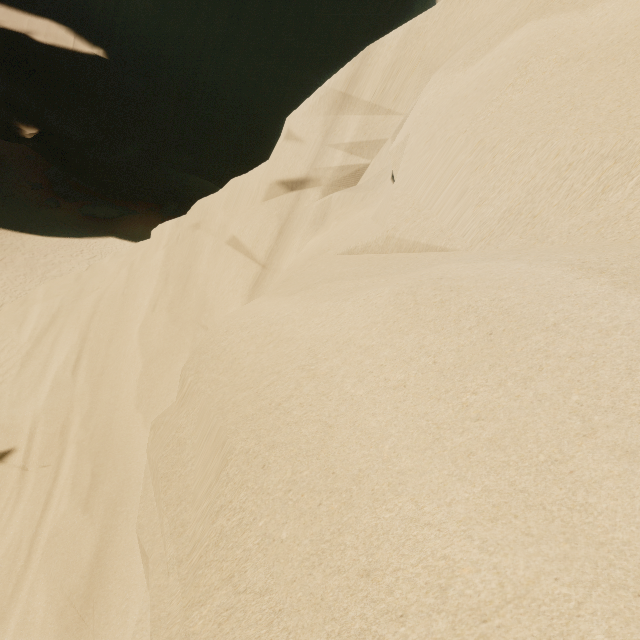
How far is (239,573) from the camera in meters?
1.2
